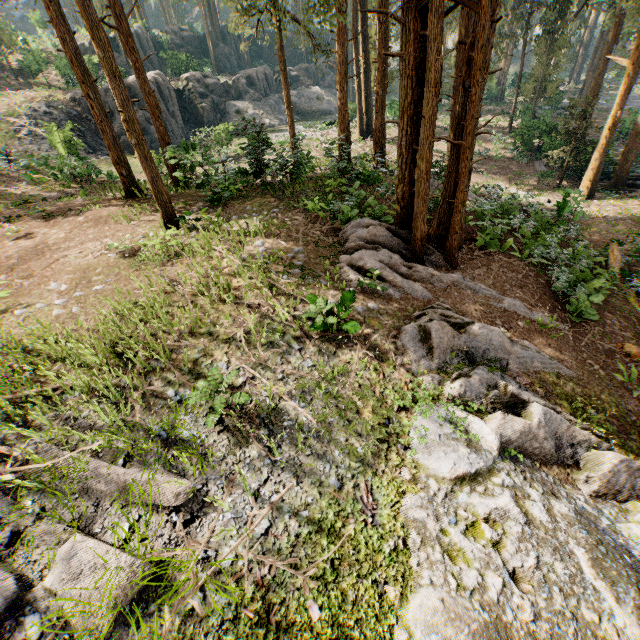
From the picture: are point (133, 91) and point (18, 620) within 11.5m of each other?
no

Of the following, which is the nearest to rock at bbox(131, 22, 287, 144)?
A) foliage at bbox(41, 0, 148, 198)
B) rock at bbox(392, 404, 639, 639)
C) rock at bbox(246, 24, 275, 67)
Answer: foliage at bbox(41, 0, 148, 198)

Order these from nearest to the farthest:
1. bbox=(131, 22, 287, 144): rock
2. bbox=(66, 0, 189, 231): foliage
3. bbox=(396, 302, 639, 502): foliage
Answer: bbox=(396, 302, 639, 502): foliage
bbox=(66, 0, 189, 231): foliage
bbox=(131, 22, 287, 144): rock

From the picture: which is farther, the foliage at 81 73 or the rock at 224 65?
the rock at 224 65

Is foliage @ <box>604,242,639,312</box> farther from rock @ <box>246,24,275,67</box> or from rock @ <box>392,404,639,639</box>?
rock @ <box>246,24,275,67</box>

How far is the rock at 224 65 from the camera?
33.31m

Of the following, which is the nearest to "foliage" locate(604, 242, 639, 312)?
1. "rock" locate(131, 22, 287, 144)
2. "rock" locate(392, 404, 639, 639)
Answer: "rock" locate(392, 404, 639, 639)
